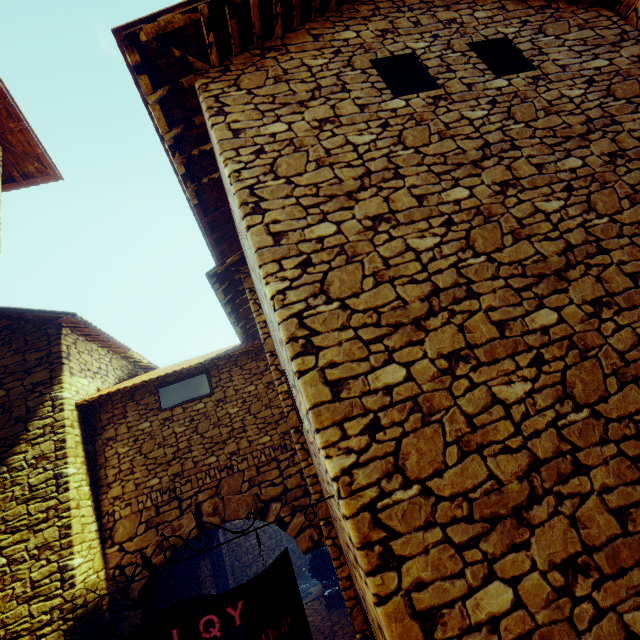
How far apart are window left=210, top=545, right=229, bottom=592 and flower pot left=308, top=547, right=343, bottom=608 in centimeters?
264cm

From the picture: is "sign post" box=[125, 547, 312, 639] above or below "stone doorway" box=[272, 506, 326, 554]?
above

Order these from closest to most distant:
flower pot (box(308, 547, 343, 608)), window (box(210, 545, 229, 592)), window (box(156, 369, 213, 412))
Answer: window (box(156, 369, 213, 412)) → flower pot (box(308, 547, 343, 608)) → window (box(210, 545, 229, 592))

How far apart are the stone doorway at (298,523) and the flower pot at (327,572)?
4.3m

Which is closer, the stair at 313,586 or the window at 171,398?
the window at 171,398

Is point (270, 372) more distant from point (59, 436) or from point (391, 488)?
point (391, 488)

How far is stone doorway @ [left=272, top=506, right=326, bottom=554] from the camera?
5.3 meters

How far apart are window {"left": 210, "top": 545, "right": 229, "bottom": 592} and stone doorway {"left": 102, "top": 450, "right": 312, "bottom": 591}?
5.0 meters
